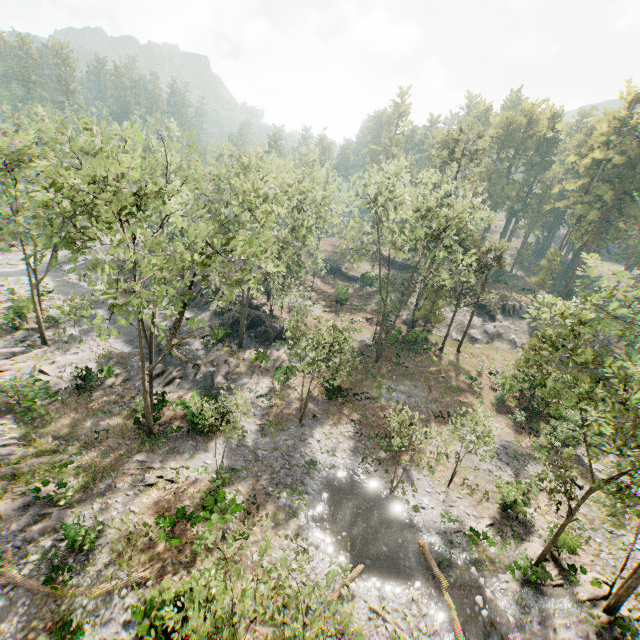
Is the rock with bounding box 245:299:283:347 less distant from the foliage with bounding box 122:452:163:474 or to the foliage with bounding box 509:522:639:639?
the foliage with bounding box 509:522:639:639

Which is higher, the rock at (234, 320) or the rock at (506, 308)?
the rock at (506, 308)

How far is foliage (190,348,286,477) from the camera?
18.4m

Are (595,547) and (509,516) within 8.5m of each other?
yes

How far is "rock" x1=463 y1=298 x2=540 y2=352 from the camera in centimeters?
4425cm

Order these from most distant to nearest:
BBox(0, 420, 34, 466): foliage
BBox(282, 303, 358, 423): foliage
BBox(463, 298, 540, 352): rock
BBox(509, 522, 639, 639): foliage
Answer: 1. BBox(463, 298, 540, 352): rock
2. BBox(282, 303, 358, 423): foliage
3. BBox(0, 420, 34, 466): foliage
4. BBox(509, 522, 639, 639): foliage

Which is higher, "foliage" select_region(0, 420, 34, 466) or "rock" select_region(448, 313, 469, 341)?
"rock" select_region(448, 313, 469, 341)

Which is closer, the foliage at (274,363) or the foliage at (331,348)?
the foliage at (274,363)
